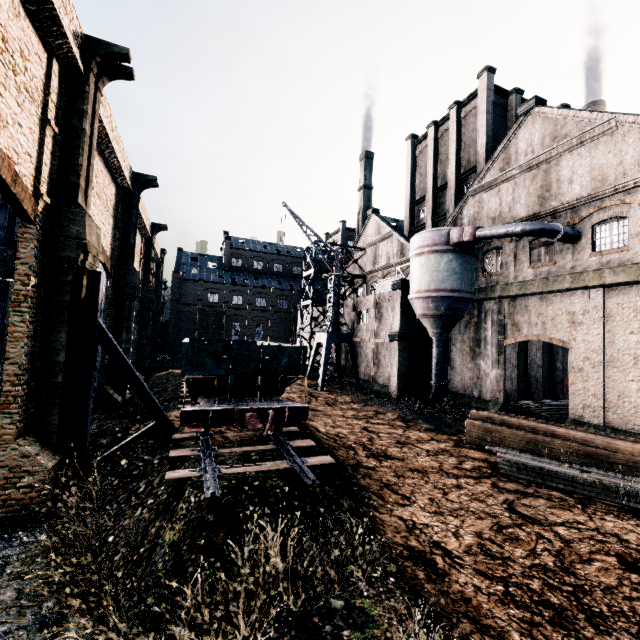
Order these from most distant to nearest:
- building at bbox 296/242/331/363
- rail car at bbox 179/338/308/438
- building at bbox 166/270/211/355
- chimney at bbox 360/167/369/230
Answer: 1. chimney at bbox 360/167/369/230
2. building at bbox 166/270/211/355
3. building at bbox 296/242/331/363
4. rail car at bbox 179/338/308/438

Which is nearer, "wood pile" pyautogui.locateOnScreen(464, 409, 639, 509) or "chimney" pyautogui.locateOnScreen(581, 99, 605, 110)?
"wood pile" pyautogui.locateOnScreen(464, 409, 639, 509)

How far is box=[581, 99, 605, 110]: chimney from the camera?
34.84m

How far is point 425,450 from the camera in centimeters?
1659cm

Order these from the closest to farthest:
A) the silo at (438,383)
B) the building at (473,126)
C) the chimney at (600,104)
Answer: the building at (473,126) → the silo at (438,383) → the chimney at (600,104)

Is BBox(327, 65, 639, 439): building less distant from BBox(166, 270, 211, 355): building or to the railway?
the railway

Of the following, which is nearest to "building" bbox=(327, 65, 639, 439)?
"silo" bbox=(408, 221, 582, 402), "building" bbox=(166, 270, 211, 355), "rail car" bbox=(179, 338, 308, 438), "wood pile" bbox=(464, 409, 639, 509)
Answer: "silo" bbox=(408, 221, 582, 402)

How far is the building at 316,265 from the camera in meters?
39.8 m
